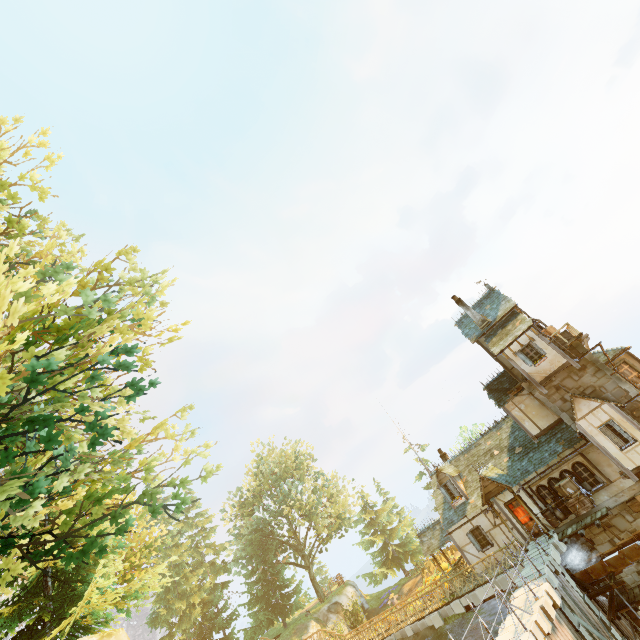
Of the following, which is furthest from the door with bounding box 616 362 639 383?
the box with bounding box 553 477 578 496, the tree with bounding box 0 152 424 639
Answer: the tree with bounding box 0 152 424 639

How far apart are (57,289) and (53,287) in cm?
485

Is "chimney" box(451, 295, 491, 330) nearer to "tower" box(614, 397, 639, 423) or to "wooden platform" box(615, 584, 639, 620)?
"tower" box(614, 397, 639, 423)

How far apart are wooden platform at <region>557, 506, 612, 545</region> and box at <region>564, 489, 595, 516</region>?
0.3m

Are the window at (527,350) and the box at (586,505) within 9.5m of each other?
yes

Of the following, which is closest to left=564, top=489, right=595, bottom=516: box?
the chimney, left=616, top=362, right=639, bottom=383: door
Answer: left=616, top=362, right=639, bottom=383: door

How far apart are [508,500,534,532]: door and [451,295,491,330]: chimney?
11.0 meters

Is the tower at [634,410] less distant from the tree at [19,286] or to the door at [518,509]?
the door at [518,509]
